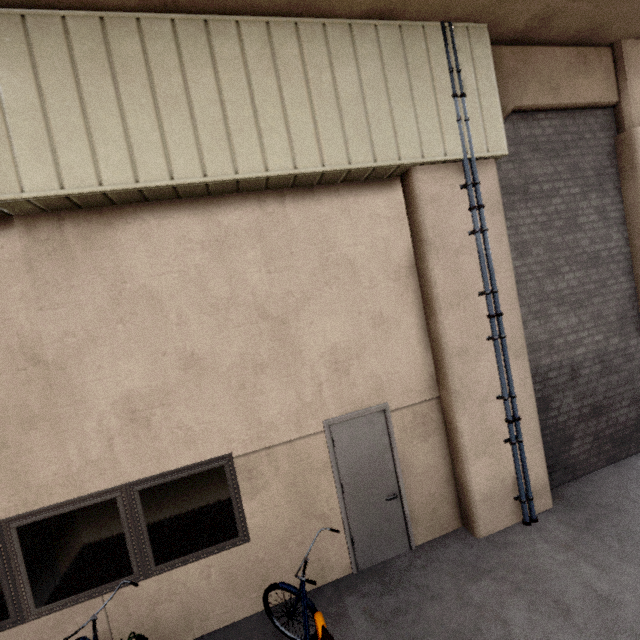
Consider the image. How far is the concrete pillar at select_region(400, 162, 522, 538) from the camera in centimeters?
434cm

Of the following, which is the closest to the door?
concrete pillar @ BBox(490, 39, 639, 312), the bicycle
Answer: the bicycle

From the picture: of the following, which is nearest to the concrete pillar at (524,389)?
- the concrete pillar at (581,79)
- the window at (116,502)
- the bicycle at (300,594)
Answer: the concrete pillar at (581,79)

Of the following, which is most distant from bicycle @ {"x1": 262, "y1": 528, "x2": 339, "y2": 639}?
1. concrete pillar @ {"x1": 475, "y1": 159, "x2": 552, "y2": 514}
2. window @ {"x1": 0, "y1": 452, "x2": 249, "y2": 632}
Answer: concrete pillar @ {"x1": 475, "y1": 159, "x2": 552, "y2": 514}

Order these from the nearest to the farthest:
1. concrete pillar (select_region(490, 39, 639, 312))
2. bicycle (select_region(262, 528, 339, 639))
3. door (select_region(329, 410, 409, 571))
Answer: bicycle (select_region(262, 528, 339, 639)), door (select_region(329, 410, 409, 571)), concrete pillar (select_region(490, 39, 639, 312))

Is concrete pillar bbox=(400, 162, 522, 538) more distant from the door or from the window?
the window

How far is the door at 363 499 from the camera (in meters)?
4.30

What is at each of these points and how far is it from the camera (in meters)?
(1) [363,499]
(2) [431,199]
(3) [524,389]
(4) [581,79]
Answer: (1) door, 4.36
(2) concrete pillar, 4.31
(3) concrete pillar, 4.68
(4) concrete pillar, 5.23
